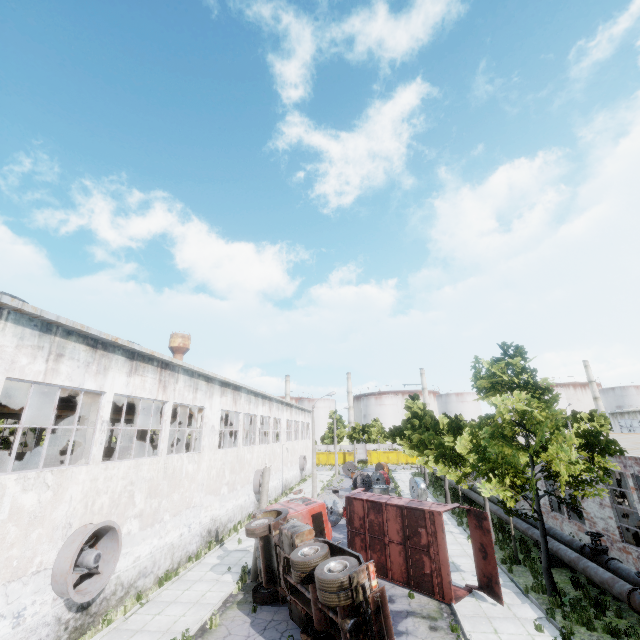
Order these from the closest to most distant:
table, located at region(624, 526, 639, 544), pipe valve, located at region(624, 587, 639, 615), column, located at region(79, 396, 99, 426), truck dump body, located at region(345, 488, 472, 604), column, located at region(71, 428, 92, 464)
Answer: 1. pipe valve, located at region(624, 587, 639, 615)
2. truck dump body, located at region(345, 488, 472, 604)
3. column, located at region(71, 428, 92, 464)
4. column, located at region(79, 396, 99, 426)
5. table, located at region(624, 526, 639, 544)

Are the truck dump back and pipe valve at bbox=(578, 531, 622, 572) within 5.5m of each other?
yes

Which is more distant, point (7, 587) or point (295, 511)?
point (295, 511)

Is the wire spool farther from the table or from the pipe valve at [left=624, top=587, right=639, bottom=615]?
the pipe valve at [left=624, top=587, right=639, bottom=615]

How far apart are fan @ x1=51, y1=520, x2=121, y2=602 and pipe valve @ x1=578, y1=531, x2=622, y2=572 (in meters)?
18.51

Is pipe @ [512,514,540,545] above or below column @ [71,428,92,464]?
below

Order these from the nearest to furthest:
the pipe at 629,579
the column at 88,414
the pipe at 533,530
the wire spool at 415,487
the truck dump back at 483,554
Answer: the pipe at 629,579
the truck dump back at 483,554
the column at 88,414
the pipe at 533,530
the wire spool at 415,487

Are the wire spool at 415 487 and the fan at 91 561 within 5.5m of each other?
no
